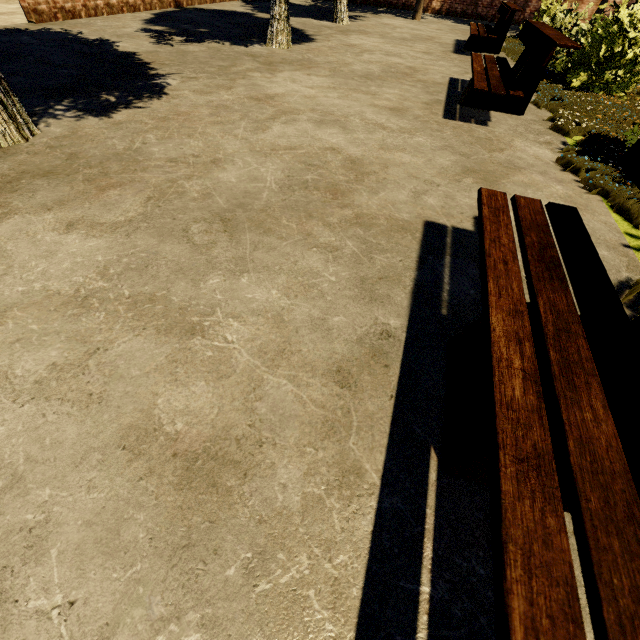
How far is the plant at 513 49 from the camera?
8.0m

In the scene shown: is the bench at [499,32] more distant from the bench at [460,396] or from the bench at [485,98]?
the bench at [460,396]

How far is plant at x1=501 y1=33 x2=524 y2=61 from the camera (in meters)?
7.99

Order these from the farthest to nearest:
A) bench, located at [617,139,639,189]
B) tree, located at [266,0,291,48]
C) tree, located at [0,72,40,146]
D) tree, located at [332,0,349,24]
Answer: tree, located at [332,0,349,24] < tree, located at [266,0,291,48] < tree, located at [0,72,40,146] < bench, located at [617,139,639,189]

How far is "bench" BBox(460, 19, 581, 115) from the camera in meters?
3.8 m

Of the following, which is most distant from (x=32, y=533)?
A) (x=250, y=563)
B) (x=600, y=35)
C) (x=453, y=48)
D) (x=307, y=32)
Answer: (x=453, y=48)

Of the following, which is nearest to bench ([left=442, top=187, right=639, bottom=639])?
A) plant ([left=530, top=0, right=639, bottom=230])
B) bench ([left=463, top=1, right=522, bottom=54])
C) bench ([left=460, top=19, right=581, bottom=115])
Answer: plant ([left=530, top=0, right=639, bottom=230])

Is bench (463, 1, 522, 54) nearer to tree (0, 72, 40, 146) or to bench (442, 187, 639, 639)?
tree (0, 72, 40, 146)
